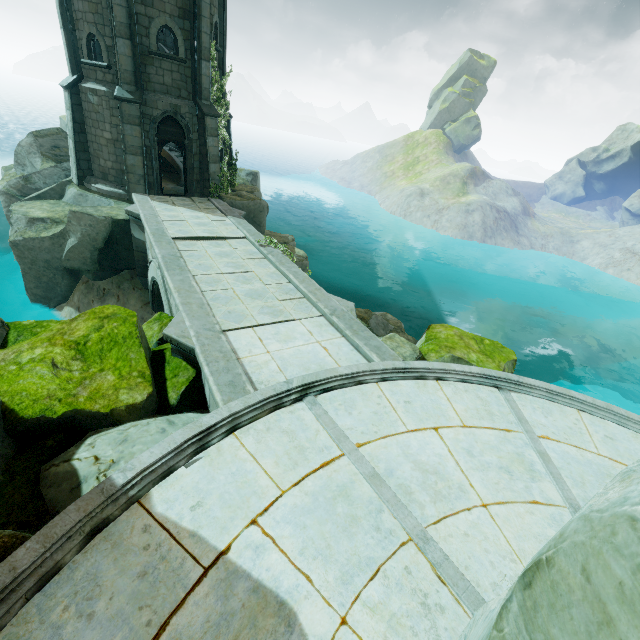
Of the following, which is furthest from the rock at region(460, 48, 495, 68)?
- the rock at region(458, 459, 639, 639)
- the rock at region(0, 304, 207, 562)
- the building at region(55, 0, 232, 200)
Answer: the rock at region(458, 459, 639, 639)

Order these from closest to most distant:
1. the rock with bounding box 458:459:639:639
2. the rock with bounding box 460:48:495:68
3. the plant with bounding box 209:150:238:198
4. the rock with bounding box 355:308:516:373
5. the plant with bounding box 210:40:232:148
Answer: the rock with bounding box 458:459:639:639
the rock with bounding box 355:308:516:373
the plant with bounding box 210:40:232:148
the plant with bounding box 209:150:238:198
the rock with bounding box 460:48:495:68

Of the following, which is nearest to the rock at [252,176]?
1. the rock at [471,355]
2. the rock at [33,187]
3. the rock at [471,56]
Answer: the rock at [33,187]

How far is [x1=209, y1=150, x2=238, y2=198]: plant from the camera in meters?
16.7 m

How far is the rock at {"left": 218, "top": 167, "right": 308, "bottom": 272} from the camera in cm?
1705

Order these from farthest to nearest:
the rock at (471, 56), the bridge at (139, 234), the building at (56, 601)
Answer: the rock at (471, 56) < the bridge at (139, 234) < the building at (56, 601)

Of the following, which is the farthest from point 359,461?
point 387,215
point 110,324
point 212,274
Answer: point 387,215

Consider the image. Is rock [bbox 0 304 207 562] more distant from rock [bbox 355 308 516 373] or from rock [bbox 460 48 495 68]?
rock [bbox 460 48 495 68]
